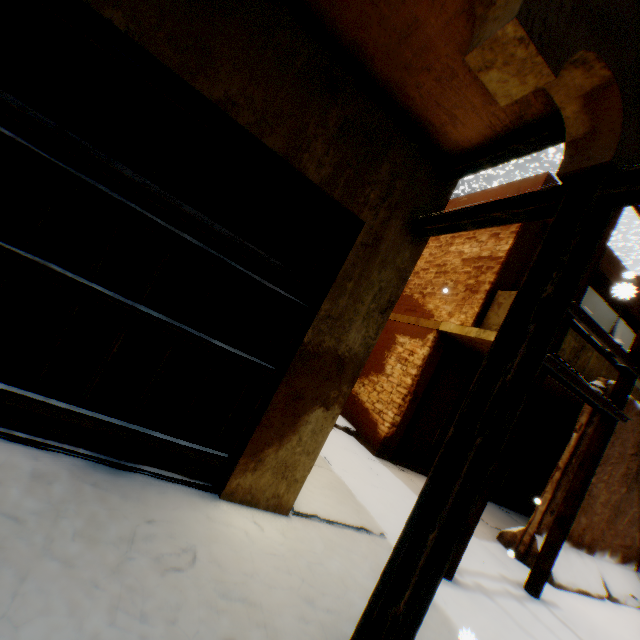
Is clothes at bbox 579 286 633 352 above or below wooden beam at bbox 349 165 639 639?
above

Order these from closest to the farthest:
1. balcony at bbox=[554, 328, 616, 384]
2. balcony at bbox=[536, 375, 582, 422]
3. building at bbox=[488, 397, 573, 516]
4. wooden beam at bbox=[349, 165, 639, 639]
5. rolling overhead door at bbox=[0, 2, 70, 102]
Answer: wooden beam at bbox=[349, 165, 639, 639] < rolling overhead door at bbox=[0, 2, 70, 102] < balcony at bbox=[554, 328, 616, 384] < balcony at bbox=[536, 375, 582, 422] < building at bbox=[488, 397, 573, 516]

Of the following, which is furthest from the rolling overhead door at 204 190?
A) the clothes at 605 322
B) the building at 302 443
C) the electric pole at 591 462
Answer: the electric pole at 591 462

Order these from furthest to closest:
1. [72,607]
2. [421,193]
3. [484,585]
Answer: [484,585] < [421,193] < [72,607]

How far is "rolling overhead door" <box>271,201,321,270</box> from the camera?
3.00m

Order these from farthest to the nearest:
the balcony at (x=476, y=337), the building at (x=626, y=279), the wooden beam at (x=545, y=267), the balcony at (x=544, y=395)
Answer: the balcony at (x=544, y=395), the balcony at (x=476, y=337), the building at (x=626, y=279), the wooden beam at (x=545, y=267)
